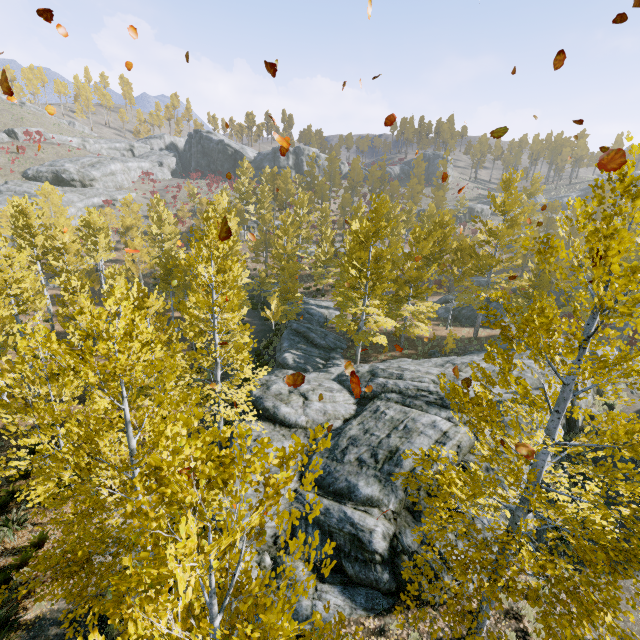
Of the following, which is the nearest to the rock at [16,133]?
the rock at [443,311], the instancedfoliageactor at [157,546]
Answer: the instancedfoliageactor at [157,546]

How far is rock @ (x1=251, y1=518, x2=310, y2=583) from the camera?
8.4m

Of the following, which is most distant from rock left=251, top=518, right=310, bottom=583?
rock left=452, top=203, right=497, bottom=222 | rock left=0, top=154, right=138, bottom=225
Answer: rock left=452, top=203, right=497, bottom=222

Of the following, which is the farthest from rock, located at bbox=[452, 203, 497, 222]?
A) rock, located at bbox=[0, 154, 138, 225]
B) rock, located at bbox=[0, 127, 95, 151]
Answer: rock, located at bbox=[0, 127, 95, 151]

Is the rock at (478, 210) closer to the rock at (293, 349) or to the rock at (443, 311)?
the rock at (443, 311)

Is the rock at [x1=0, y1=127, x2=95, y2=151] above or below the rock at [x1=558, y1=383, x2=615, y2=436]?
above

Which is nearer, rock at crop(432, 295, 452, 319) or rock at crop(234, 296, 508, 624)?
rock at crop(234, 296, 508, 624)

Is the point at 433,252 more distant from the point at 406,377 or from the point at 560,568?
the point at 560,568
